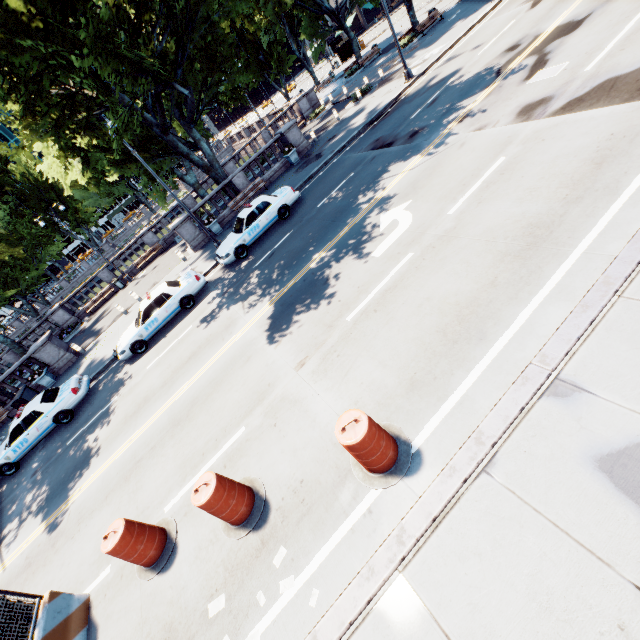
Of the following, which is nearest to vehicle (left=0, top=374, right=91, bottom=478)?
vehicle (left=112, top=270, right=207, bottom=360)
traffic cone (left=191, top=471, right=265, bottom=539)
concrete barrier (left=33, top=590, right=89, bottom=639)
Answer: vehicle (left=112, top=270, right=207, bottom=360)

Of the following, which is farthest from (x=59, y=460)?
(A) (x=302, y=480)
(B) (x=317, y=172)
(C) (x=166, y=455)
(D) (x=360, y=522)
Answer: (B) (x=317, y=172)

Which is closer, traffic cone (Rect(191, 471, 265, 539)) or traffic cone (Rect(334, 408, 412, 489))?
traffic cone (Rect(334, 408, 412, 489))

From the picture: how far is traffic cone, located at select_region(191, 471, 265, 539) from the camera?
5.6m

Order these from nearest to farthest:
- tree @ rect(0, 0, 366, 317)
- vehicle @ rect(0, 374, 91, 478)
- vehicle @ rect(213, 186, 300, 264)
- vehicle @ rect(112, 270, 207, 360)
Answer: tree @ rect(0, 0, 366, 317) < vehicle @ rect(0, 374, 91, 478) < vehicle @ rect(112, 270, 207, 360) < vehicle @ rect(213, 186, 300, 264)

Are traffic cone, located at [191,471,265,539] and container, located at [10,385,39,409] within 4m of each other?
no

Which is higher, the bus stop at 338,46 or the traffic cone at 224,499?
the bus stop at 338,46

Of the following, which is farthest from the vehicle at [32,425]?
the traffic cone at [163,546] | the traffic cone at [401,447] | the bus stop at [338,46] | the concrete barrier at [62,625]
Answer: the bus stop at [338,46]
